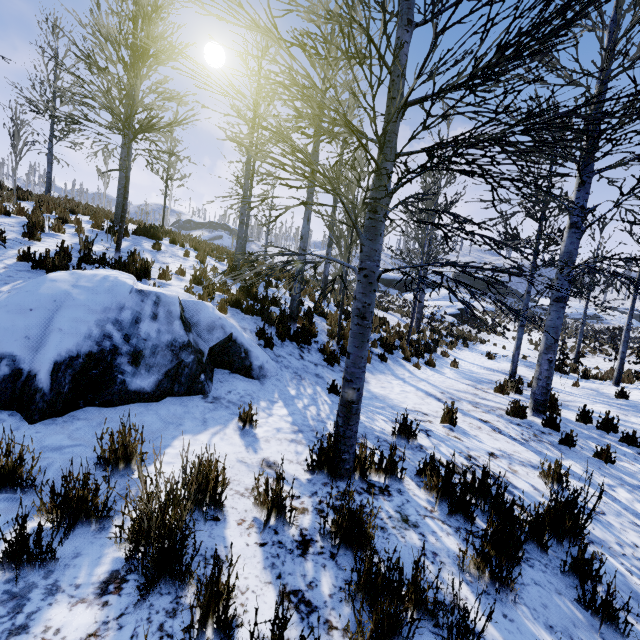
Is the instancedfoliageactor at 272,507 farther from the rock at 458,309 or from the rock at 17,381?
the rock at 458,309

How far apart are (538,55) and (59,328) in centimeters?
531cm

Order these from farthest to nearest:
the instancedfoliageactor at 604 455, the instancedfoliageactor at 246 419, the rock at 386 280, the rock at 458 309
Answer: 1. the rock at 386 280
2. the rock at 458 309
3. the instancedfoliageactor at 604 455
4. the instancedfoliageactor at 246 419

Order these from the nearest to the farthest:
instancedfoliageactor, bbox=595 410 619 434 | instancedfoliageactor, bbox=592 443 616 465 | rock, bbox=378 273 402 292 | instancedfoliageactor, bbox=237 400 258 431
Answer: instancedfoliageactor, bbox=237 400 258 431 → instancedfoliageactor, bbox=592 443 616 465 → instancedfoliageactor, bbox=595 410 619 434 → rock, bbox=378 273 402 292

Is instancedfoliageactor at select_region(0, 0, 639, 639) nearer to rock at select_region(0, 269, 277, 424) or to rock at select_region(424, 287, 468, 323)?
rock at select_region(0, 269, 277, 424)

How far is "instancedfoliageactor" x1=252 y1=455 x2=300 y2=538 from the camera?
2.2m
